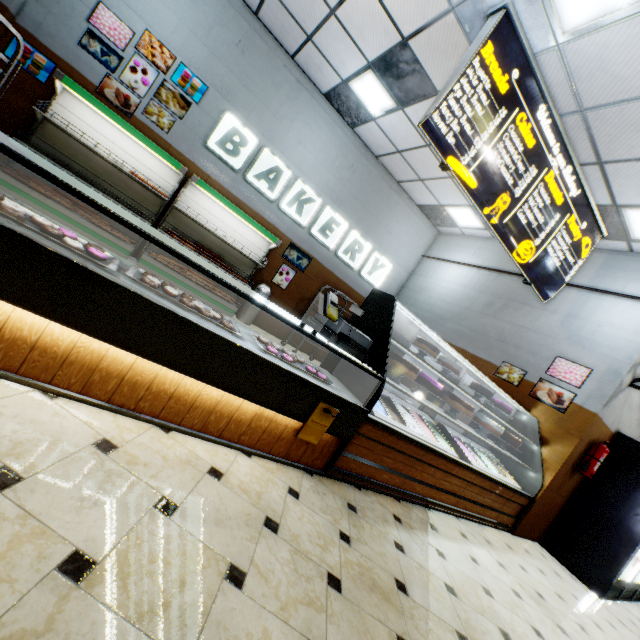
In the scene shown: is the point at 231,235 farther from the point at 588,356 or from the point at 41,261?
the point at 588,356

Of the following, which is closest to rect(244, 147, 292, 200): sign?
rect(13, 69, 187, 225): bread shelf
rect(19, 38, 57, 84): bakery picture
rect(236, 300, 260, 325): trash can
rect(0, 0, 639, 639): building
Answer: rect(0, 0, 639, 639): building

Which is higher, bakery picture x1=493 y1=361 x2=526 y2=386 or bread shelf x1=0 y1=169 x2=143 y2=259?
bakery picture x1=493 y1=361 x2=526 y2=386

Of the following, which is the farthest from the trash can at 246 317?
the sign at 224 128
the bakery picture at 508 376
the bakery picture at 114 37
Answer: the bakery picture at 508 376

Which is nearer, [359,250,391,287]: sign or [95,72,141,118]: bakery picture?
[95,72,141,118]: bakery picture

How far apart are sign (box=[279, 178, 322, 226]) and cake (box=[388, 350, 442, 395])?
4.80m

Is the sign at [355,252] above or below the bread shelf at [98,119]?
above

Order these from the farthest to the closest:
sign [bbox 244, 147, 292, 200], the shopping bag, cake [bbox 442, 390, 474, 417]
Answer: sign [bbox 244, 147, 292, 200]
cake [bbox 442, 390, 474, 417]
the shopping bag
